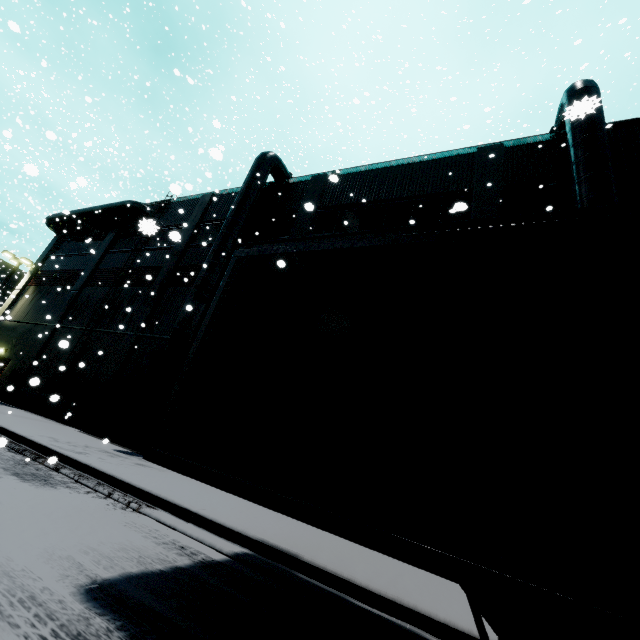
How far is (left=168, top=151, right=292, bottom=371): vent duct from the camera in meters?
12.8 m

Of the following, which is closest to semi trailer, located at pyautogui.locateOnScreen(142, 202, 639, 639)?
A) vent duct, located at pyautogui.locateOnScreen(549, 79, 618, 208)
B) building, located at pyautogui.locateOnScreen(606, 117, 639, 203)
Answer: building, located at pyautogui.locateOnScreen(606, 117, 639, 203)

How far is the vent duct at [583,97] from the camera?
8.6m

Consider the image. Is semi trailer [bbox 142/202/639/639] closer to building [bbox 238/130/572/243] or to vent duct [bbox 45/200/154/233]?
building [bbox 238/130/572/243]

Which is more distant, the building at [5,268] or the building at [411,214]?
the building at [5,268]

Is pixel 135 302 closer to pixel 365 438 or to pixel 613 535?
pixel 365 438
